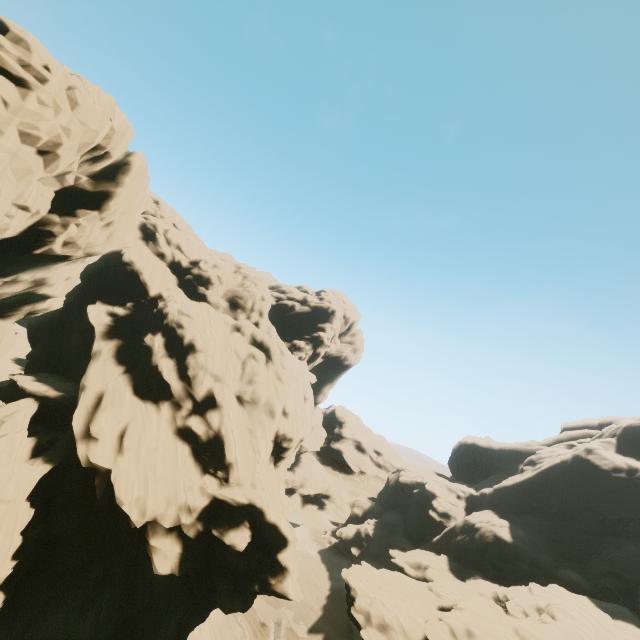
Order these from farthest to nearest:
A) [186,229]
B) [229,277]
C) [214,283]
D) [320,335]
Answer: [320,335]
[186,229]
[229,277]
[214,283]

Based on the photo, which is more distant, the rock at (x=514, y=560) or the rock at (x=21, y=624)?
the rock at (x=514, y=560)

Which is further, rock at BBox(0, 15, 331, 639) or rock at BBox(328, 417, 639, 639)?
rock at BBox(328, 417, 639, 639)
